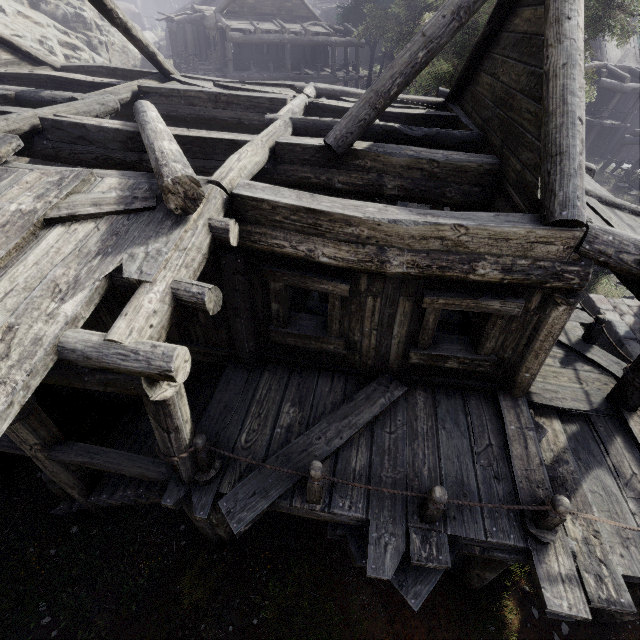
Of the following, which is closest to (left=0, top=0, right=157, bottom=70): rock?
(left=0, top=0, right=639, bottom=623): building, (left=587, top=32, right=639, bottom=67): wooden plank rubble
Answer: (left=0, top=0, right=639, bottom=623): building

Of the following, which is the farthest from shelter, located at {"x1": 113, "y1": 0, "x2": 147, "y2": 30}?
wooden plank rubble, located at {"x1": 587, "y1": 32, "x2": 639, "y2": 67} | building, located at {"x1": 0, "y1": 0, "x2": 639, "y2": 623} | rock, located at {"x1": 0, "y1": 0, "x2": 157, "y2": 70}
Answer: wooden plank rubble, located at {"x1": 587, "y1": 32, "x2": 639, "y2": 67}

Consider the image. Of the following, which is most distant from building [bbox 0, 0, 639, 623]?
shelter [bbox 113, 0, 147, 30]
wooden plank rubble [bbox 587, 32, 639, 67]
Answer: shelter [bbox 113, 0, 147, 30]

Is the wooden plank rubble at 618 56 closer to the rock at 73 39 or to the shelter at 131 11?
the rock at 73 39

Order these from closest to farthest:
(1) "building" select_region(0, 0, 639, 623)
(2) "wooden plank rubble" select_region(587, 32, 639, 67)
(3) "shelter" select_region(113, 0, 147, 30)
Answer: (1) "building" select_region(0, 0, 639, 623)
(2) "wooden plank rubble" select_region(587, 32, 639, 67)
(3) "shelter" select_region(113, 0, 147, 30)

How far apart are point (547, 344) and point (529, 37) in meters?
5.1 m

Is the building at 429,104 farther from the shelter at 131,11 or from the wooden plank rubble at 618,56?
the shelter at 131,11

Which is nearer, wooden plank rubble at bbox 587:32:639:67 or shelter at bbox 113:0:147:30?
wooden plank rubble at bbox 587:32:639:67
